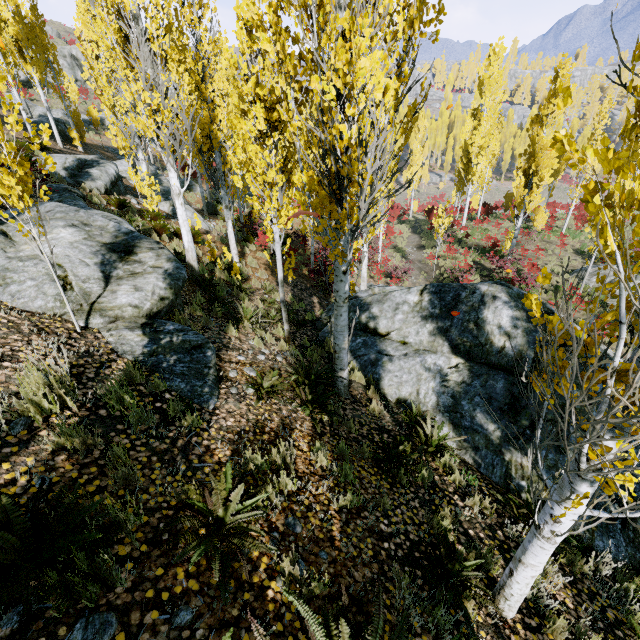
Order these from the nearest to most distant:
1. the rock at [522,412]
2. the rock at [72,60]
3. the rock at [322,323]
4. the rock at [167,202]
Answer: the rock at [522,412], the rock at [322,323], the rock at [167,202], the rock at [72,60]

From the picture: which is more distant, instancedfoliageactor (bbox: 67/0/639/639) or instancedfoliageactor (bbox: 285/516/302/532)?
instancedfoliageactor (bbox: 285/516/302/532)

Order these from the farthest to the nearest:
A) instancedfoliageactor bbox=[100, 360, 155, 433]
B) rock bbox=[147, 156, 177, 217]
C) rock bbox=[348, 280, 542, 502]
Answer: rock bbox=[147, 156, 177, 217], rock bbox=[348, 280, 542, 502], instancedfoliageactor bbox=[100, 360, 155, 433]

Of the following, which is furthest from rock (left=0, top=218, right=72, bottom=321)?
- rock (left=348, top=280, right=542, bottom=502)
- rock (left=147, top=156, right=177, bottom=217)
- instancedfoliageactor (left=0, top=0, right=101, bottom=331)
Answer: rock (left=147, top=156, right=177, bottom=217)

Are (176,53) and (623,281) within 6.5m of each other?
no

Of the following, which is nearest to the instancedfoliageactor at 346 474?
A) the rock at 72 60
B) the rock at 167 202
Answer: the rock at 167 202

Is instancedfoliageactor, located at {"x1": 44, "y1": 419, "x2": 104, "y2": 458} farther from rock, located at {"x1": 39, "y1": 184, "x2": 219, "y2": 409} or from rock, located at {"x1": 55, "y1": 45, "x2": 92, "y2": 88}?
rock, located at {"x1": 55, "y1": 45, "x2": 92, "y2": 88}
